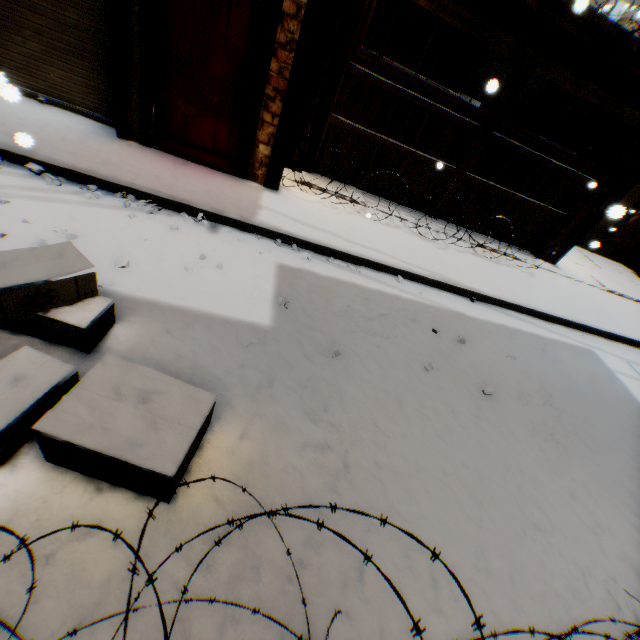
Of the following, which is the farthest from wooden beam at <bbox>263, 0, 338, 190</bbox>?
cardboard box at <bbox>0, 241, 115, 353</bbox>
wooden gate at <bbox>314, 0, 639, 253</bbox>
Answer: cardboard box at <bbox>0, 241, 115, 353</bbox>

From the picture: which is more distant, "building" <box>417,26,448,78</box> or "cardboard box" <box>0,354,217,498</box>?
"building" <box>417,26,448,78</box>

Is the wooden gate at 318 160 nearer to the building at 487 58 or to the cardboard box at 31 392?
the building at 487 58

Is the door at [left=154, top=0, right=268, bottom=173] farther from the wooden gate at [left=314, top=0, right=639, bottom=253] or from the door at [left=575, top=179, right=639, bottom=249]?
the door at [left=575, top=179, right=639, bottom=249]

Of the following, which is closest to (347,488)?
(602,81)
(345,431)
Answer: (345,431)

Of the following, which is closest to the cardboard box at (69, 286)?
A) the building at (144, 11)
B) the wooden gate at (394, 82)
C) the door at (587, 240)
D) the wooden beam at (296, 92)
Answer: the building at (144, 11)

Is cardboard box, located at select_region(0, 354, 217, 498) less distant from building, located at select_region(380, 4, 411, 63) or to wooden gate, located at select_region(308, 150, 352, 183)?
building, located at select_region(380, 4, 411, 63)

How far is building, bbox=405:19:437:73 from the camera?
9.2m
